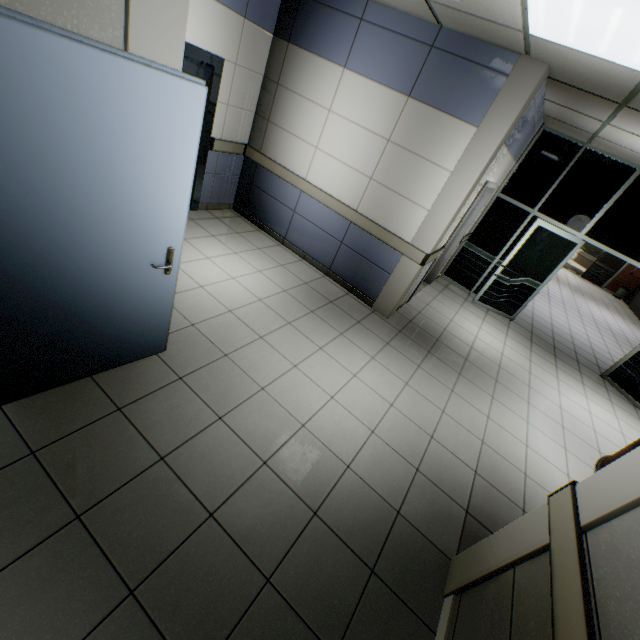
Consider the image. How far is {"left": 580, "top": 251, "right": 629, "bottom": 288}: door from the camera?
15.7 meters

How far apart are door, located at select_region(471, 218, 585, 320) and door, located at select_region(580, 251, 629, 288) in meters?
13.0

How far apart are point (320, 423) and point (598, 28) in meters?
3.6

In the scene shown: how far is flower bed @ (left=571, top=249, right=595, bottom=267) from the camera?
25.5m

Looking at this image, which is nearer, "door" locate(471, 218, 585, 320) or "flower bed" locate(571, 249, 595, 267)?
"door" locate(471, 218, 585, 320)

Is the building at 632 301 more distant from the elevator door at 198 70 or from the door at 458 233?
the elevator door at 198 70

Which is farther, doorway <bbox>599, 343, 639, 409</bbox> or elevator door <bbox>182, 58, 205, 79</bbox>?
doorway <bbox>599, 343, 639, 409</bbox>

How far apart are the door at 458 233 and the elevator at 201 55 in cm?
343
